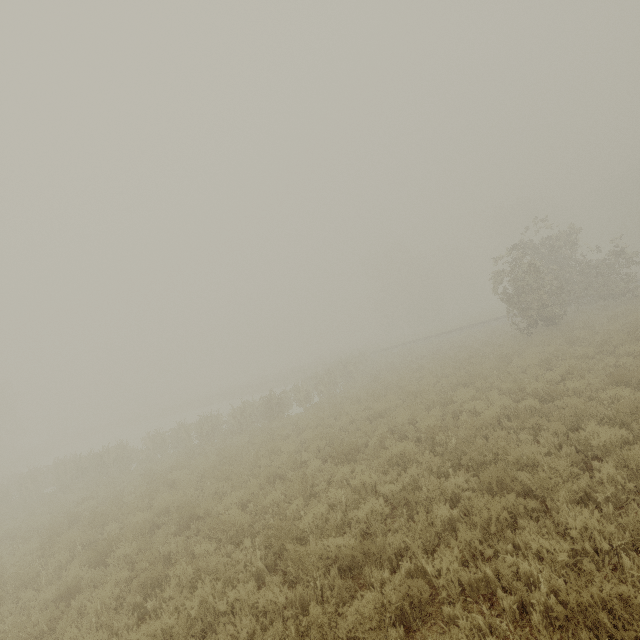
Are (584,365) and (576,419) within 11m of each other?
yes
